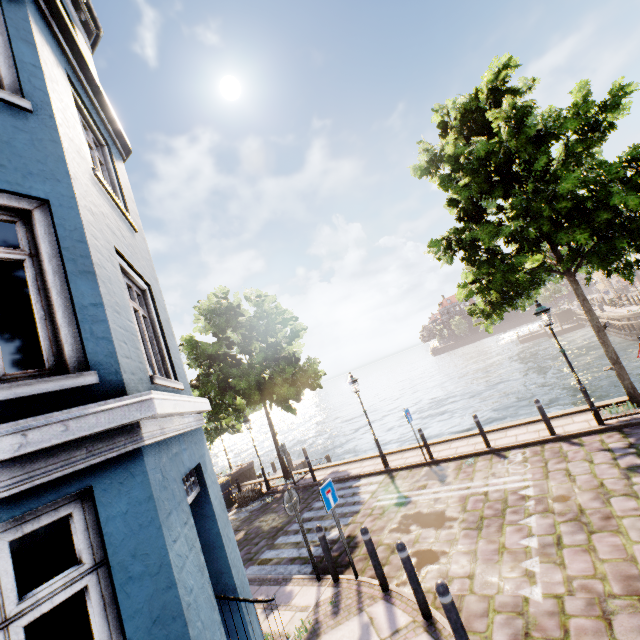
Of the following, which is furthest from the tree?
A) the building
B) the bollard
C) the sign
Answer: the bollard

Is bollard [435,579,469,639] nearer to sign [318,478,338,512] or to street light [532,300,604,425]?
sign [318,478,338,512]

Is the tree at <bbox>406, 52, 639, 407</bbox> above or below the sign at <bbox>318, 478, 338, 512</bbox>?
above

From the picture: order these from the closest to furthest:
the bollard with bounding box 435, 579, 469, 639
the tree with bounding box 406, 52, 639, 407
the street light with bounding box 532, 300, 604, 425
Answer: the bollard with bounding box 435, 579, 469, 639, the tree with bounding box 406, 52, 639, 407, the street light with bounding box 532, 300, 604, 425

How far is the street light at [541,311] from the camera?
9.1m

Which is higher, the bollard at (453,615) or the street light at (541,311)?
the street light at (541,311)

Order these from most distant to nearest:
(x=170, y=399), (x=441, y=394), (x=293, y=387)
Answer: (x=441, y=394)
(x=293, y=387)
(x=170, y=399)

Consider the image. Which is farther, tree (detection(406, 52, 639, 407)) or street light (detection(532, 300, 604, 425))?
street light (detection(532, 300, 604, 425))
